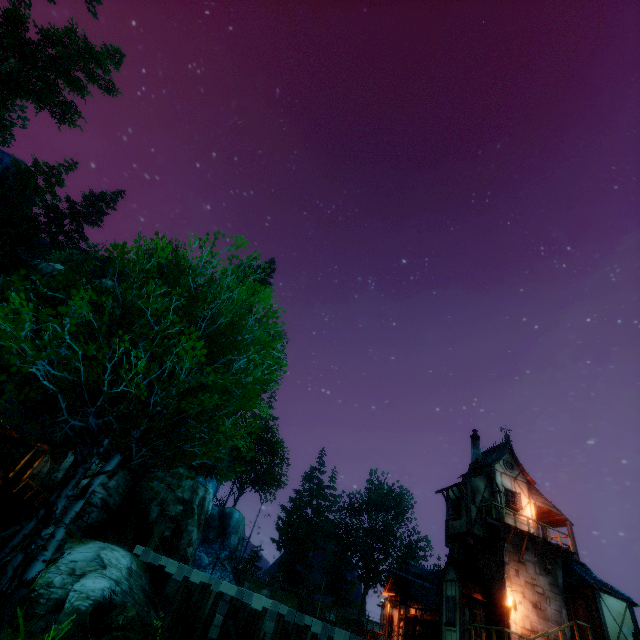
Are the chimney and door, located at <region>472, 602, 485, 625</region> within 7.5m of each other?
no

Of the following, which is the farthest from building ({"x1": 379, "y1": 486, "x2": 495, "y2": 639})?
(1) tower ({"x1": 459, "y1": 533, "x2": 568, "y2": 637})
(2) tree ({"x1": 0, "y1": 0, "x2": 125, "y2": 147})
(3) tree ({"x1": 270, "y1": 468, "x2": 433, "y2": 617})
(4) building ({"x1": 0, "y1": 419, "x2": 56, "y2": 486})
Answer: (4) building ({"x1": 0, "y1": 419, "x2": 56, "y2": 486})

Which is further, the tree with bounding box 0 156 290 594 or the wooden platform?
the wooden platform

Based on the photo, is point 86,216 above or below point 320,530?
above

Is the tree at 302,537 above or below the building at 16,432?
above

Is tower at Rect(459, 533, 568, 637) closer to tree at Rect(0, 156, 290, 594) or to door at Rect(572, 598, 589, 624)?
door at Rect(572, 598, 589, 624)

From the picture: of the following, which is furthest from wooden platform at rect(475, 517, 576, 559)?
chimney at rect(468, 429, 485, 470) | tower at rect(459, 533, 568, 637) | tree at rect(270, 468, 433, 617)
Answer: tree at rect(270, 468, 433, 617)

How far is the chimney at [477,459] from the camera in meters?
25.1
